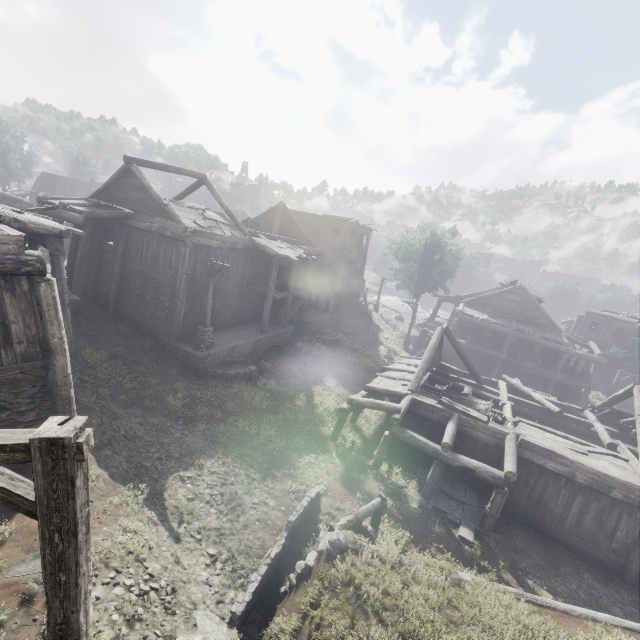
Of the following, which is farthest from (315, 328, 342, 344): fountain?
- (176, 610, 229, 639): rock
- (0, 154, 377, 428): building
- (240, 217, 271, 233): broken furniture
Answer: (176, 610, 229, 639): rock

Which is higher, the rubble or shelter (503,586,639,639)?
shelter (503,586,639,639)

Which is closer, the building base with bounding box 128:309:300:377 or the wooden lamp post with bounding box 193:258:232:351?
the wooden lamp post with bounding box 193:258:232:351

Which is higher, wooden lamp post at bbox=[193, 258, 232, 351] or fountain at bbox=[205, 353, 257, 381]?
wooden lamp post at bbox=[193, 258, 232, 351]

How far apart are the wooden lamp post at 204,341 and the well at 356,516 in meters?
10.1

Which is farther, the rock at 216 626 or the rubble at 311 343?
the rubble at 311 343

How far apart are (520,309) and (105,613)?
33.3 meters

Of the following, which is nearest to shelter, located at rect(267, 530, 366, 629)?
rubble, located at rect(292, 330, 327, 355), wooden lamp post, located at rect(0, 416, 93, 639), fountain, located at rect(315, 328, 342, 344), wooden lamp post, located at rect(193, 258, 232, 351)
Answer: wooden lamp post, located at rect(0, 416, 93, 639)
